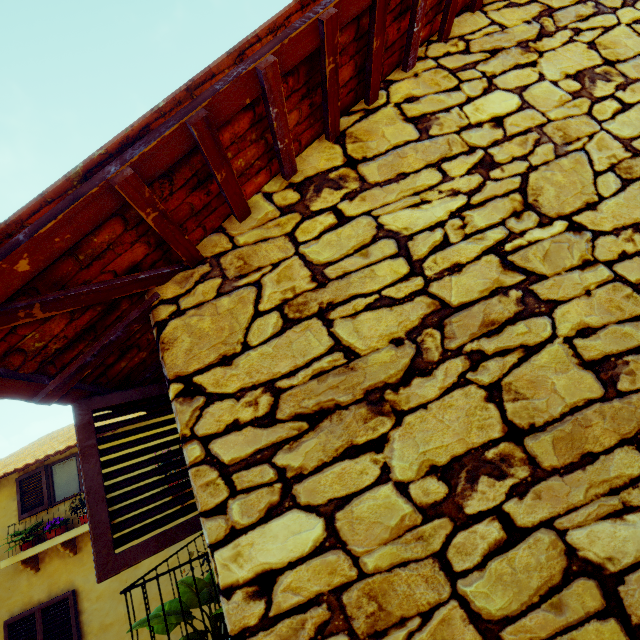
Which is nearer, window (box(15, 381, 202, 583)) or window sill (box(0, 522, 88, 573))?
window (box(15, 381, 202, 583))

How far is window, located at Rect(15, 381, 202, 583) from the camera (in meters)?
1.25

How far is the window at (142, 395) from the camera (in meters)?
1.25

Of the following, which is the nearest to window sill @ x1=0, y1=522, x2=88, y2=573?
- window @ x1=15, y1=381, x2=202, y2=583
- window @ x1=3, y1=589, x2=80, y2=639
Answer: window @ x1=3, y1=589, x2=80, y2=639

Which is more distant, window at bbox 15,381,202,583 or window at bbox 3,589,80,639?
window at bbox 3,589,80,639

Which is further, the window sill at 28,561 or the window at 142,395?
the window sill at 28,561

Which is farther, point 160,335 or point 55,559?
point 55,559
